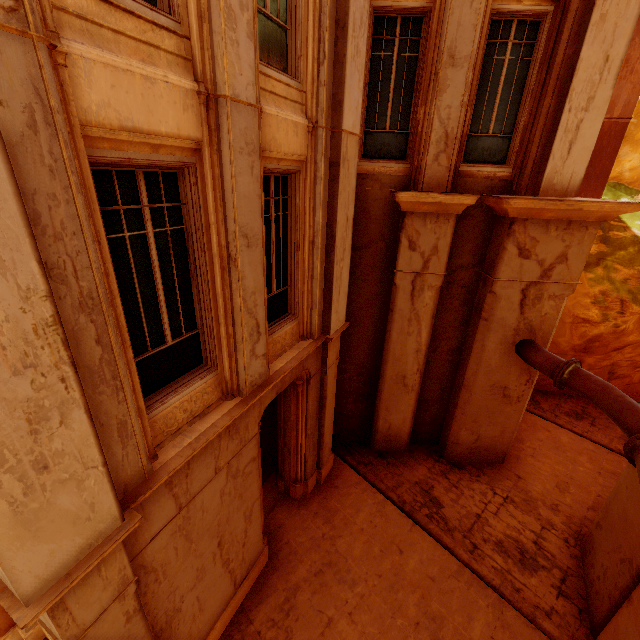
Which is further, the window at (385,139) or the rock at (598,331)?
the rock at (598,331)

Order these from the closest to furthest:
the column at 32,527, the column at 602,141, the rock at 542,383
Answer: Answer: the column at 32,527, the column at 602,141, the rock at 542,383

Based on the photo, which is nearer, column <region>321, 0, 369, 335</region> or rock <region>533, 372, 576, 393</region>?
column <region>321, 0, 369, 335</region>

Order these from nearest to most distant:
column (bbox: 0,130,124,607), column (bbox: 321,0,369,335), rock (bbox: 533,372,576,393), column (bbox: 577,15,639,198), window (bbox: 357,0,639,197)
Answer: column (bbox: 0,130,124,607), column (bbox: 321,0,369,335), window (bbox: 357,0,639,197), column (bbox: 577,15,639,198), rock (bbox: 533,372,576,393)

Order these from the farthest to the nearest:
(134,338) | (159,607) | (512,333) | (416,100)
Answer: (512,333) → (416,100) → (159,607) → (134,338)

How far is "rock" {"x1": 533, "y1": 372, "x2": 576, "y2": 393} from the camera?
13.09m

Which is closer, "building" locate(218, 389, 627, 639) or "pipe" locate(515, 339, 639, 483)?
"pipe" locate(515, 339, 639, 483)

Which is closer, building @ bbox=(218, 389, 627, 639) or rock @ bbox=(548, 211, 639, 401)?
building @ bbox=(218, 389, 627, 639)
